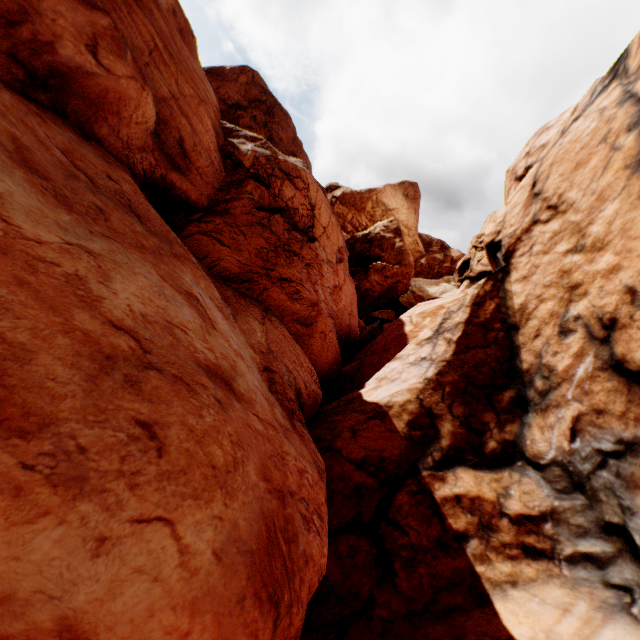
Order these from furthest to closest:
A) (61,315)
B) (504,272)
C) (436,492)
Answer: (504,272)
(436,492)
(61,315)
